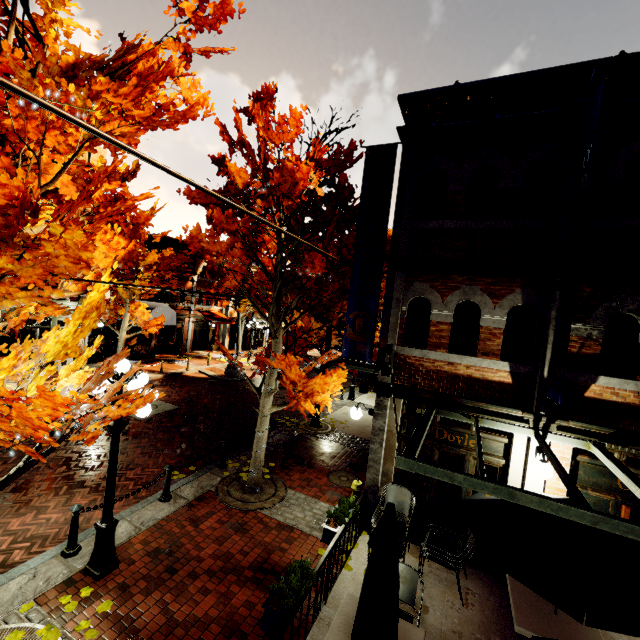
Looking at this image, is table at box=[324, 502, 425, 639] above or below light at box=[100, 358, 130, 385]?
below

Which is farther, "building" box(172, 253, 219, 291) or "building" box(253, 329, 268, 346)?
"building" box(253, 329, 268, 346)

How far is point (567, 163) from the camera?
5.90m

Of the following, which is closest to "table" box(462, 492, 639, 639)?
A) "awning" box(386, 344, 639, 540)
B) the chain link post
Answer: "awning" box(386, 344, 639, 540)

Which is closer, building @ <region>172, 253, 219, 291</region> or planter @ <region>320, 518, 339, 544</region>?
planter @ <region>320, 518, 339, 544</region>

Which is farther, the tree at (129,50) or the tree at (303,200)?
the tree at (303,200)

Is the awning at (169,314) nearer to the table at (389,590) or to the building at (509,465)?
the building at (509,465)

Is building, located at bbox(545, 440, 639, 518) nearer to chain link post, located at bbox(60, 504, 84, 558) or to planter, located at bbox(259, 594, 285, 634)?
planter, located at bbox(259, 594, 285, 634)
